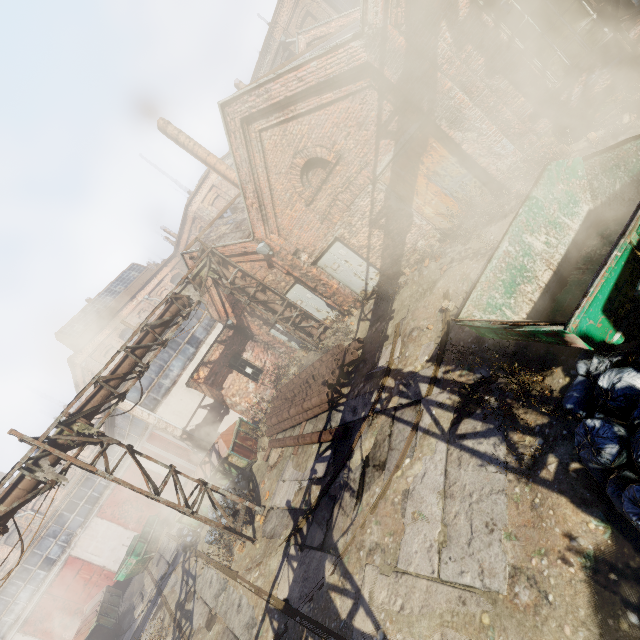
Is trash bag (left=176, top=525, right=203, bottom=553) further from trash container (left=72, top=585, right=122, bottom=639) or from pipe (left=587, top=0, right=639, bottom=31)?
pipe (left=587, top=0, right=639, bottom=31)

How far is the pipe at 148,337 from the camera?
10.48m

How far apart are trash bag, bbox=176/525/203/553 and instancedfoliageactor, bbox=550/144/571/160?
18.2 meters

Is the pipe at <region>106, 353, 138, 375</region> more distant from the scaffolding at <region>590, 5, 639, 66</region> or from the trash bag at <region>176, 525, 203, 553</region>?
the trash bag at <region>176, 525, 203, 553</region>

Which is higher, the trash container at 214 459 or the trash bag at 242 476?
the trash container at 214 459

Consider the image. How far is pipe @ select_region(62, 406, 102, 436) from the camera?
8.7m

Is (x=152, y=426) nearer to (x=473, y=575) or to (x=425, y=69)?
(x=473, y=575)
